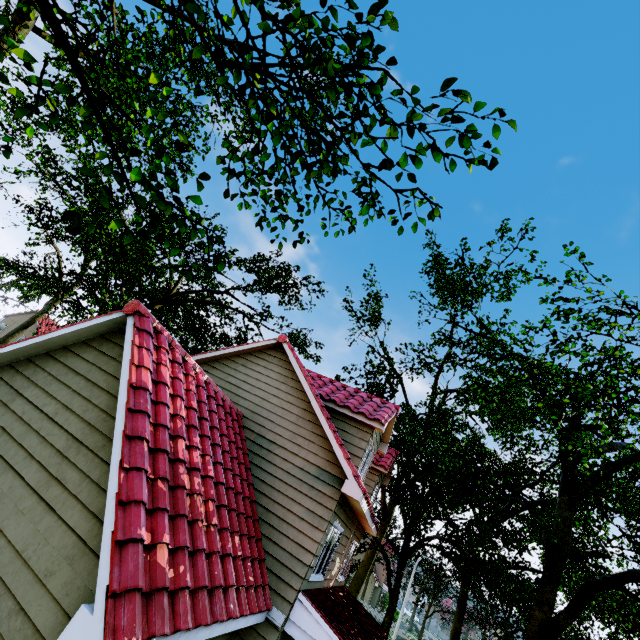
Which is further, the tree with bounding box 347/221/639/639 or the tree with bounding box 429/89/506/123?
the tree with bounding box 347/221/639/639

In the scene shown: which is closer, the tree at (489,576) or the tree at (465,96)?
the tree at (465,96)

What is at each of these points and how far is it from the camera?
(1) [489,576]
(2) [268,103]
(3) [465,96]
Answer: (1) tree, 20.0 meters
(2) tree, 3.6 meters
(3) tree, 2.8 meters

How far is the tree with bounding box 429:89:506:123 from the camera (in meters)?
2.82
